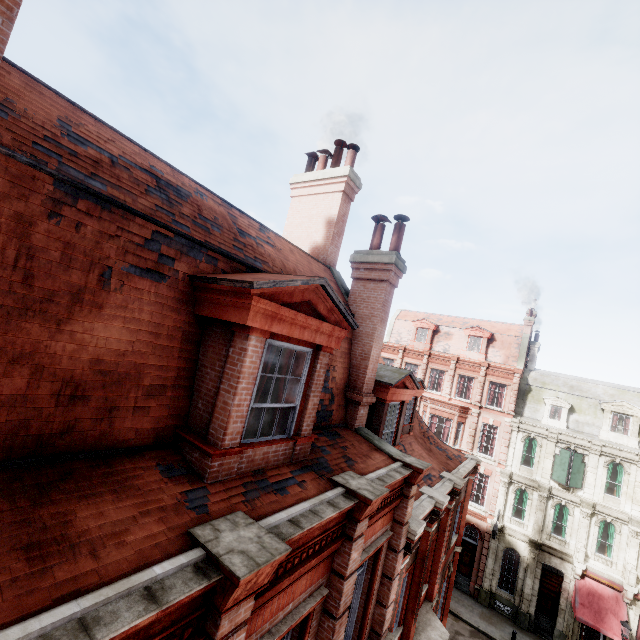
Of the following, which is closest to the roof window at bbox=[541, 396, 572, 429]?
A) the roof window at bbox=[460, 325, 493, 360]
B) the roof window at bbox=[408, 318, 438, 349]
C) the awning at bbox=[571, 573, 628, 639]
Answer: the roof window at bbox=[460, 325, 493, 360]

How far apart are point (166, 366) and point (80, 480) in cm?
143

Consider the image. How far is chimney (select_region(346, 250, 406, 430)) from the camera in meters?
7.8

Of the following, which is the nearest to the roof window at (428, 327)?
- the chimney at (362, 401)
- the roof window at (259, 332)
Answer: the chimney at (362, 401)

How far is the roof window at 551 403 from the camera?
25.0m

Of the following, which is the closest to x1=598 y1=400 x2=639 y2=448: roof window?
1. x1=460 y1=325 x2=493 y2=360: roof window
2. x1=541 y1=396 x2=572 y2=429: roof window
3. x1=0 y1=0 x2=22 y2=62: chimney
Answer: x1=541 y1=396 x2=572 y2=429: roof window

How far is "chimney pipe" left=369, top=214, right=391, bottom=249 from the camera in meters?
8.6

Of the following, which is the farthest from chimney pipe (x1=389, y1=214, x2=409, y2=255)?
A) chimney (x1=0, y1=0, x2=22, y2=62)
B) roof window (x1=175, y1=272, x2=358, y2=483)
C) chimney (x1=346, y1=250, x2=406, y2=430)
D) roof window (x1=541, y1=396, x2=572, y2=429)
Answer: roof window (x1=541, y1=396, x2=572, y2=429)
